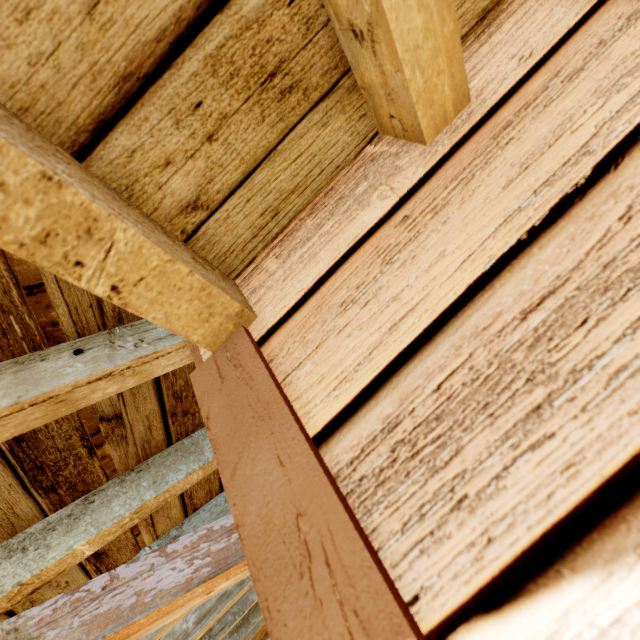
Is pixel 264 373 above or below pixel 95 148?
below
